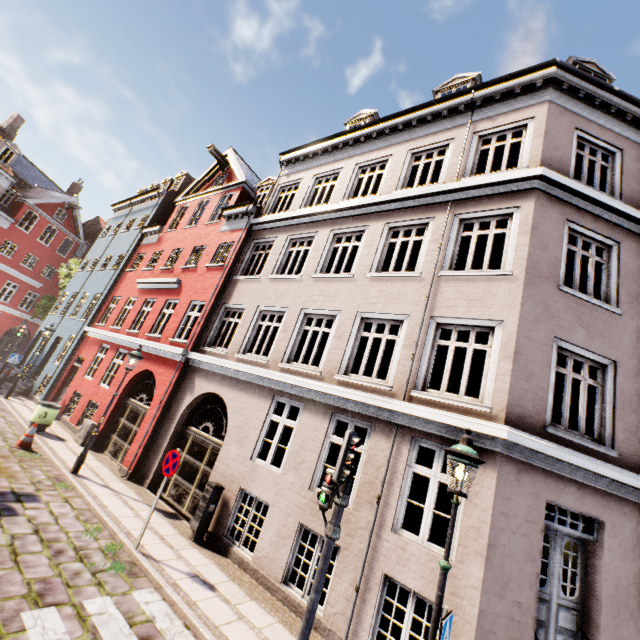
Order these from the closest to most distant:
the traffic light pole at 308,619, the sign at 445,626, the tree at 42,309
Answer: the sign at 445,626 < the traffic light pole at 308,619 < the tree at 42,309

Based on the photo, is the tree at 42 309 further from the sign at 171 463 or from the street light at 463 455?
the street light at 463 455

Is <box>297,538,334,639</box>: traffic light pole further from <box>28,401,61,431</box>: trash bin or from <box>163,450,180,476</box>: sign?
<box>28,401,61,431</box>: trash bin

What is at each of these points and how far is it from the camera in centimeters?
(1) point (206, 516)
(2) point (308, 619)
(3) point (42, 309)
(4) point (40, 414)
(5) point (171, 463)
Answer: (1) electrical box, 789cm
(2) traffic light pole, 439cm
(3) tree, 2377cm
(4) trash bin, 1191cm
(5) sign, 695cm

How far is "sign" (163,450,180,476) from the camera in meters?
6.8

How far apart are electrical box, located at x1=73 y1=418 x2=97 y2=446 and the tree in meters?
16.9

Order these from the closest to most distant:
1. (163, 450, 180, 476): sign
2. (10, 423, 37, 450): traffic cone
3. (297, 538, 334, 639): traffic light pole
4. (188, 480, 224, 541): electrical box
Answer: A: (297, 538, 334, 639): traffic light pole → (163, 450, 180, 476): sign → (188, 480, 224, 541): electrical box → (10, 423, 37, 450): traffic cone

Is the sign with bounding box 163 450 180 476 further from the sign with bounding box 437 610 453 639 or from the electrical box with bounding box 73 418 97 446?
the electrical box with bounding box 73 418 97 446
